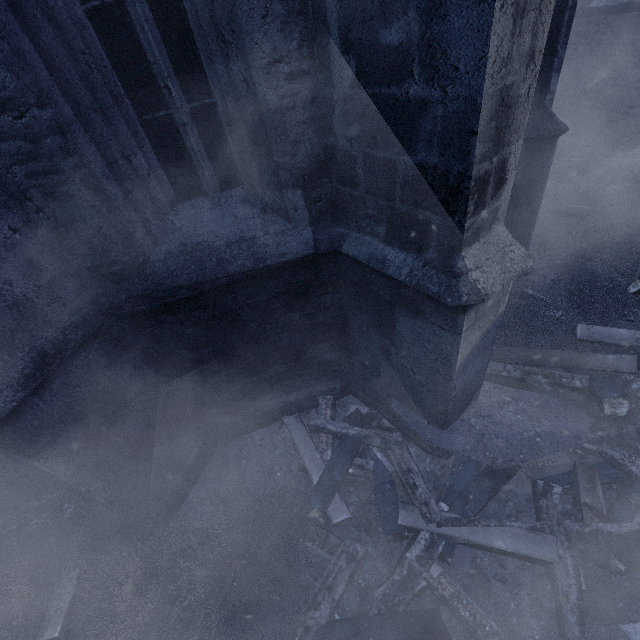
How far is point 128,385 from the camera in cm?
303

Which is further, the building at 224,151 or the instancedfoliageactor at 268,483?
the instancedfoliageactor at 268,483

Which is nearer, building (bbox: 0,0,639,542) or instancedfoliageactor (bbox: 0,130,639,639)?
building (bbox: 0,0,639,542)

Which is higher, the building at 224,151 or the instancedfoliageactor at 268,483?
the building at 224,151

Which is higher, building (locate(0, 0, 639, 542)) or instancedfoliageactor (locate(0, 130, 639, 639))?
building (locate(0, 0, 639, 542))
